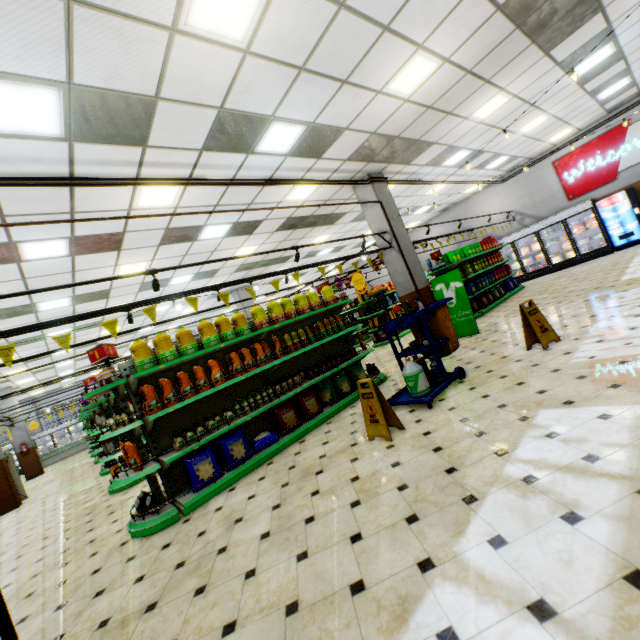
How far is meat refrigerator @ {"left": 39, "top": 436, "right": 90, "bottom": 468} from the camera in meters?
20.6 m

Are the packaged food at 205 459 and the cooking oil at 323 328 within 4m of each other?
yes

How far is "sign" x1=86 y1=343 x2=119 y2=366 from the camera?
4.4 meters

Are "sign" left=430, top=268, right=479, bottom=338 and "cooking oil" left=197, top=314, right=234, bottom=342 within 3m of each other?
no

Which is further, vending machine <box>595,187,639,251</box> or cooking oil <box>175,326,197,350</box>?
vending machine <box>595,187,639,251</box>

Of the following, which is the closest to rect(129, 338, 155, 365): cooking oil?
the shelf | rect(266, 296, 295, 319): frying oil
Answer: the shelf

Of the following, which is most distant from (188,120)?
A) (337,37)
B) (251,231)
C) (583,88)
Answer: (583,88)

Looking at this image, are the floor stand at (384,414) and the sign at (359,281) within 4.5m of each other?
no
